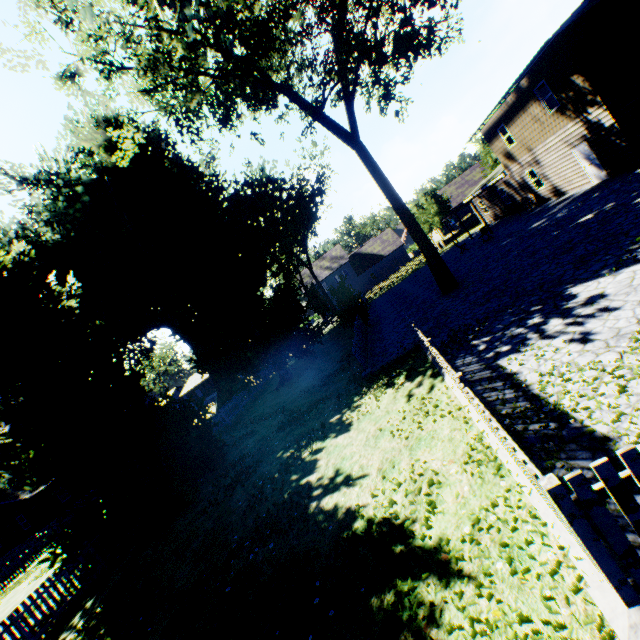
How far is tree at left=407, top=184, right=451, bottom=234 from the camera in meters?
39.8

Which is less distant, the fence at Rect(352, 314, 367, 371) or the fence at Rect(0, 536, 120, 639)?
the fence at Rect(0, 536, 120, 639)

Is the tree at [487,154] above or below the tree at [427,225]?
above

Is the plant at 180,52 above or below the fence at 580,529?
above

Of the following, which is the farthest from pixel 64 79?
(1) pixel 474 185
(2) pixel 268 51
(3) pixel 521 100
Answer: (1) pixel 474 185

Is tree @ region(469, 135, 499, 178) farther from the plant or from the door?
the door

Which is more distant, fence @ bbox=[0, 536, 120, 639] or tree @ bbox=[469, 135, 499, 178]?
tree @ bbox=[469, 135, 499, 178]

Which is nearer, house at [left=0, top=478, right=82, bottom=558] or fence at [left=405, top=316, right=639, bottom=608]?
fence at [left=405, top=316, right=639, bottom=608]
